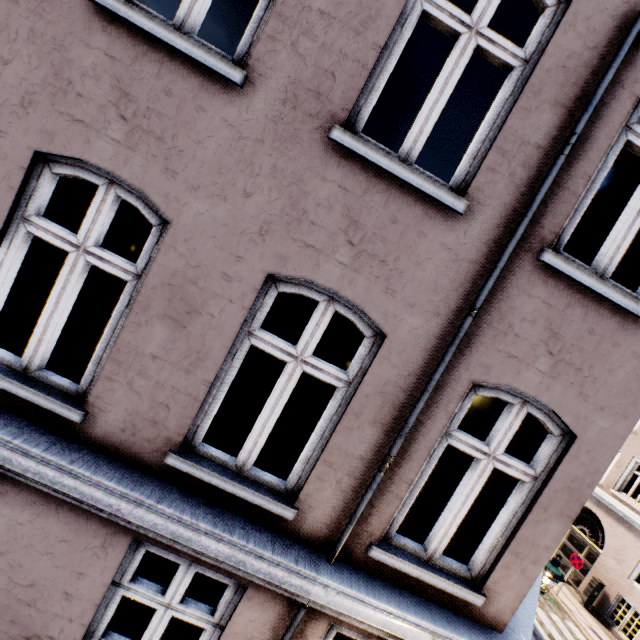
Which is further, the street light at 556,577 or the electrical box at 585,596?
the electrical box at 585,596

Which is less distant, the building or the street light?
the building

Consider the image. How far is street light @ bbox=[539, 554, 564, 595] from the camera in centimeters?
654cm

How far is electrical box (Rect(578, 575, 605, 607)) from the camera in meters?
13.4 m

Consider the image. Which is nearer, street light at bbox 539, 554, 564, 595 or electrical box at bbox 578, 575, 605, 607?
street light at bbox 539, 554, 564, 595

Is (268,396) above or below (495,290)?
below

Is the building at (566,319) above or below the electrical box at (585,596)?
above

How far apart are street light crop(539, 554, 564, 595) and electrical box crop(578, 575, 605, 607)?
10.75m
